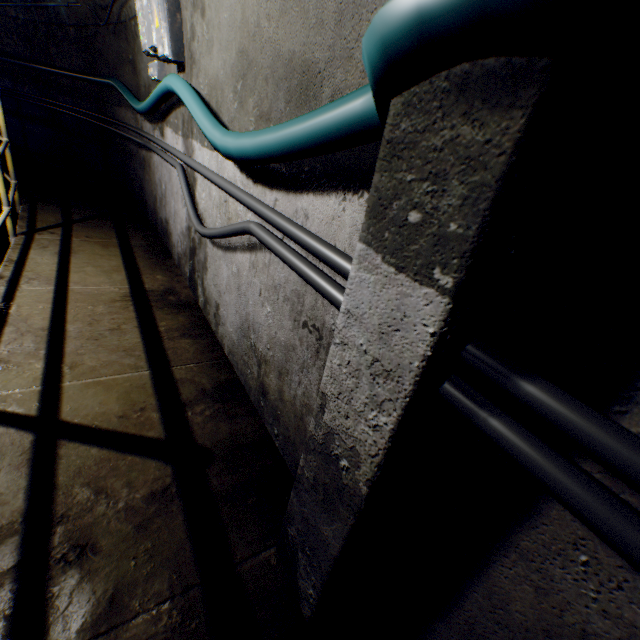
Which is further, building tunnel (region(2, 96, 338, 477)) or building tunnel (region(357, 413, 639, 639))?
building tunnel (region(2, 96, 338, 477))

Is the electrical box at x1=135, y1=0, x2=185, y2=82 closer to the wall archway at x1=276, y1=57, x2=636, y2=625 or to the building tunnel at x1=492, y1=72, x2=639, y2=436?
the building tunnel at x1=492, y1=72, x2=639, y2=436

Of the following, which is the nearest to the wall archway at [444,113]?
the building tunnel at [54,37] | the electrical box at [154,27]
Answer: the building tunnel at [54,37]

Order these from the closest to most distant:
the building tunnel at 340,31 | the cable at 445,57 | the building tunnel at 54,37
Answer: the cable at 445,57, the building tunnel at 340,31, the building tunnel at 54,37

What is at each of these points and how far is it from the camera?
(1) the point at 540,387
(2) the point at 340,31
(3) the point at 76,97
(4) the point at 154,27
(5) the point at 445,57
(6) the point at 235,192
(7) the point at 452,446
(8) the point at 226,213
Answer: (1) wire, 0.5 meters
(2) building tunnel, 1.0 meters
(3) building tunnel, 5.4 meters
(4) electrical box, 2.5 meters
(5) cable, 0.4 meters
(6) wire, 1.6 meters
(7) building tunnel, 0.8 meters
(8) building tunnel, 2.1 meters

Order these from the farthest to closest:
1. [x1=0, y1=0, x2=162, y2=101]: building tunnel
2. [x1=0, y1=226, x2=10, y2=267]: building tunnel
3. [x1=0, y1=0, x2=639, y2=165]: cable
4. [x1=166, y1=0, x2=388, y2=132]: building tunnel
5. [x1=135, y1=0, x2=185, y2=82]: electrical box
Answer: [x1=0, y1=226, x2=10, y2=267]: building tunnel → [x1=0, y1=0, x2=162, y2=101]: building tunnel → [x1=135, y1=0, x2=185, y2=82]: electrical box → [x1=166, y1=0, x2=388, y2=132]: building tunnel → [x1=0, y1=0, x2=639, y2=165]: cable

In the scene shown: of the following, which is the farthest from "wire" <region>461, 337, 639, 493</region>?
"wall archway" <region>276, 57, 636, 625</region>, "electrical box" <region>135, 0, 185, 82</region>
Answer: "electrical box" <region>135, 0, 185, 82</region>
